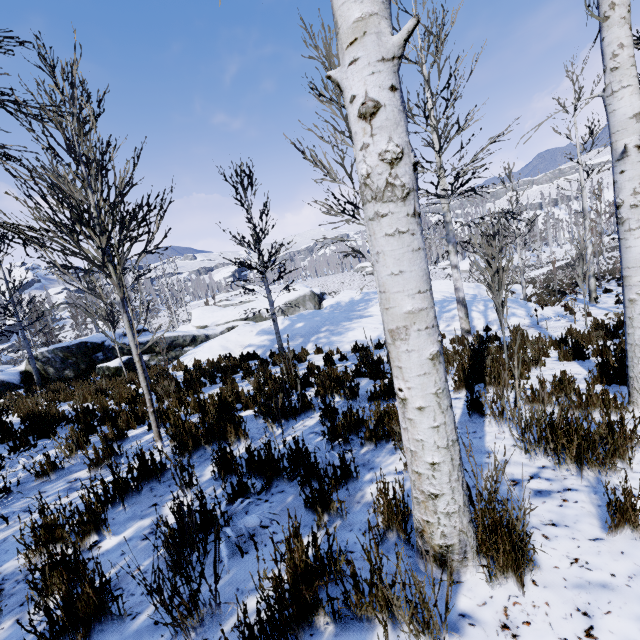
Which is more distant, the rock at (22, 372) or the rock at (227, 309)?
the rock at (22, 372)

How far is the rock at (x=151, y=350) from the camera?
17.0m

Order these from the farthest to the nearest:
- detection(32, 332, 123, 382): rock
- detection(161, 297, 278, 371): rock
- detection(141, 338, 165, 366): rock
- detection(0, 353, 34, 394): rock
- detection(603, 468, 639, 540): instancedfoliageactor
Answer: detection(141, 338, 165, 366): rock → detection(32, 332, 123, 382): rock → detection(0, 353, 34, 394): rock → detection(161, 297, 278, 371): rock → detection(603, 468, 639, 540): instancedfoliageactor

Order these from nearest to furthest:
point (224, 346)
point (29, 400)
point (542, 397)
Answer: point (542, 397)
point (29, 400)
point (224, 346)

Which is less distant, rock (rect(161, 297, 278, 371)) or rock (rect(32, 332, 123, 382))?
rock (rect(161, 297, 278, 371))

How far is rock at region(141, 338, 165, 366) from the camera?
17.0 meters
